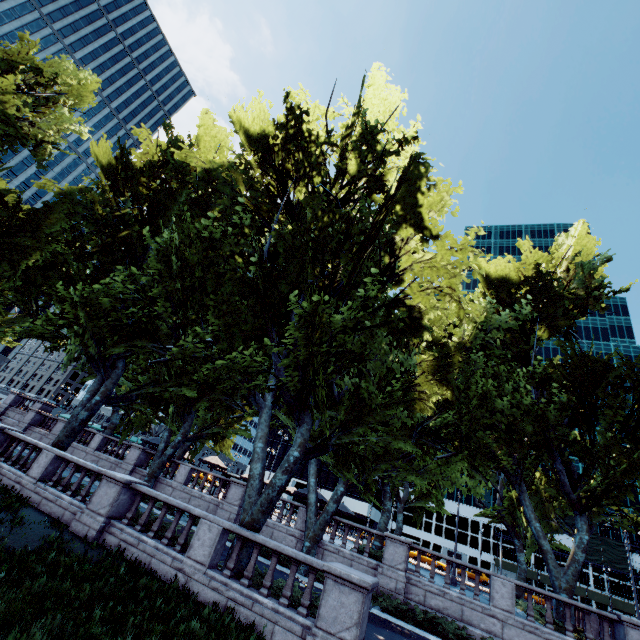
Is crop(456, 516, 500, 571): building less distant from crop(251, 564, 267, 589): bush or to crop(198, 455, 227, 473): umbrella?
crop(198, 455, 227, 473): umbrella

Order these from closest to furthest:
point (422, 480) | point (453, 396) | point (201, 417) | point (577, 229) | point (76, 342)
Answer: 1. point (76, 342)
2. point (453, 396)
3. point (422, 480)
4. point (577, 229)
5. point (201, 417)

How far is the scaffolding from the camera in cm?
4859

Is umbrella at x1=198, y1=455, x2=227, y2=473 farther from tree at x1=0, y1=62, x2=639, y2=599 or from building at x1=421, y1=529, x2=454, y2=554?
building at x1=421, y1=529, x2=454, y2=554

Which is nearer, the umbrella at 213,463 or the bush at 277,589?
the bush at 277,589

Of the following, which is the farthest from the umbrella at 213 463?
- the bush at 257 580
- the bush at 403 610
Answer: the bush at 257 580

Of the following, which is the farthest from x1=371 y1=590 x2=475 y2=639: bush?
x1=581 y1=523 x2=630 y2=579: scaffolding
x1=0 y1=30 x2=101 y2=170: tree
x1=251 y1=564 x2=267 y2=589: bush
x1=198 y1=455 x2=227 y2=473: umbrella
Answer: x1=581 y1=523 x2=630 y2=579: scaffolding

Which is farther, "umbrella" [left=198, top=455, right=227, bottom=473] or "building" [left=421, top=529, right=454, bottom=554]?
"building" [left=421, top=529, right=454, bottom=554]
